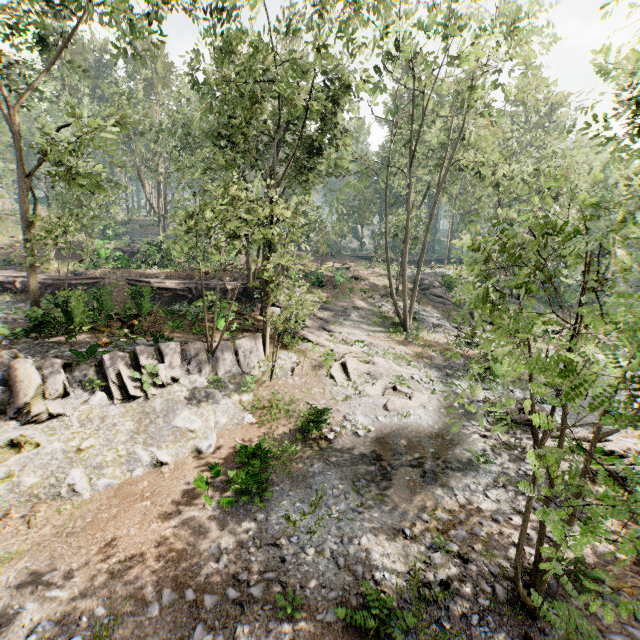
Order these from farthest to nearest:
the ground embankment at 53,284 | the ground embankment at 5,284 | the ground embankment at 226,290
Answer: the ground embankment at 5,284, the ground embankment at 226,290, the ground embankment at 53,284

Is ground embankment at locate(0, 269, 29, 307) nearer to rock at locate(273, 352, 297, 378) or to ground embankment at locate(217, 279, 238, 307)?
ground embankment at locate(217, 279, 238, 307)

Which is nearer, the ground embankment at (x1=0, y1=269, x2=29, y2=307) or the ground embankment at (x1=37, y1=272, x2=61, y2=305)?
the ground embankment at (x1=37, y1=272, x2=61, y2=305)

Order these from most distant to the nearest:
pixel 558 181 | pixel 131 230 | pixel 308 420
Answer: pixel 131 230 → pixel 308 420 → pixel 558 181

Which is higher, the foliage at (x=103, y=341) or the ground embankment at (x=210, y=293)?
the ground embankment at (x=210, y=293)

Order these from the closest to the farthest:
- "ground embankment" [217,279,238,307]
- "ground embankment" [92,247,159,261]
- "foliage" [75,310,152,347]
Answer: "foliage" [75,310,152,347] < "ground embankment" [217,279,238,307] < "ground embankment" [92,247,159,261]

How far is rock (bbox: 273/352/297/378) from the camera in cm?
1747
